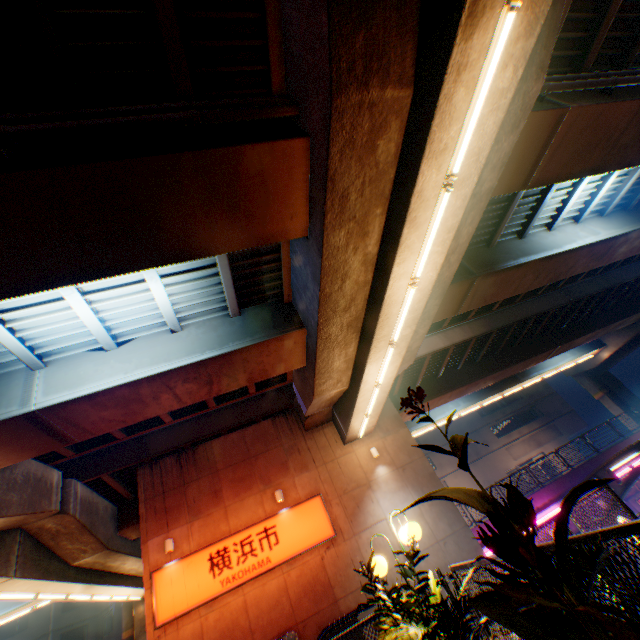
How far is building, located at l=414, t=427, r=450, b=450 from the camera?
40.56m

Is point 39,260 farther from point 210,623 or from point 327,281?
point 210,623

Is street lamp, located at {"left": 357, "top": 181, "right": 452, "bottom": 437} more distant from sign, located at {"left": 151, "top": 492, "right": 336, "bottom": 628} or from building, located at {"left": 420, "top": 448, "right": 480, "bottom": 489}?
building, located at {"left": 420, "top": 448, "right": 480, "bottom": 489}

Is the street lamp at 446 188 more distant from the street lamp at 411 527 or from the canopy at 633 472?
the canopy at 633 472

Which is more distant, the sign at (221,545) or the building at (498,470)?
the building at (498,470)

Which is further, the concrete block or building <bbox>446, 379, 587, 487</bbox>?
building <bbox>446, 379, 587, 487</bbox>

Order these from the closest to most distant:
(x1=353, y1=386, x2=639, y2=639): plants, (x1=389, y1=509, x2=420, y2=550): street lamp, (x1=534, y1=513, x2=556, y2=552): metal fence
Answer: (x1=353, y1=386, x2=639, y2=639): plants
(x1=534, y1=513, x2=556, y2=552): metal fence
(x1=389, y1=509, x2=420, y2=550): street lamp

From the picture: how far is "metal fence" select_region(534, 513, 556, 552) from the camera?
3.1m
